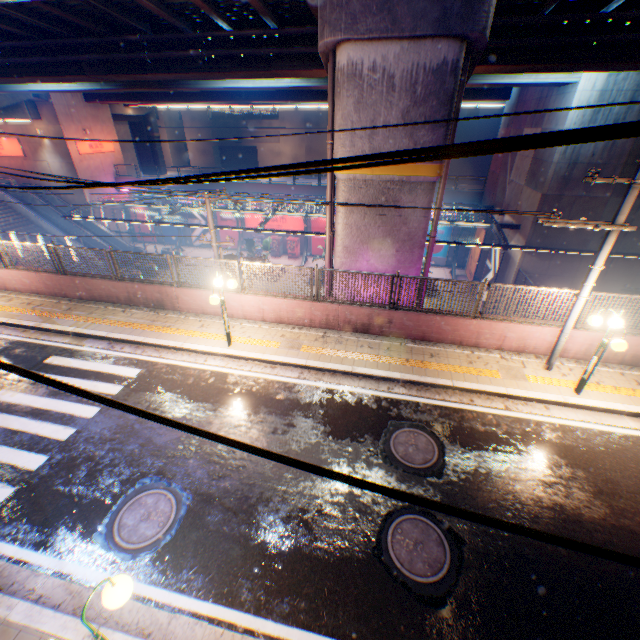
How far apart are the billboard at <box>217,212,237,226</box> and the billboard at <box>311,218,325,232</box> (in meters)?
7.63

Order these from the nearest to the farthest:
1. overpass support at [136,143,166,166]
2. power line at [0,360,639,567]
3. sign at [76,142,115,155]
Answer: power line at [0,360,639,567] → sign at [76,142,115,155] → overpass support at [136,143,166,166]

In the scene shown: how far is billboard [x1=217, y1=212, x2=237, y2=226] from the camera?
34.1 meters

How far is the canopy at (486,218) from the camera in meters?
16.9

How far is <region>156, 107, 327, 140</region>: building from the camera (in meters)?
46.28

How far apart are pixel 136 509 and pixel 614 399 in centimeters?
1145cm

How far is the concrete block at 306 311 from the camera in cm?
968

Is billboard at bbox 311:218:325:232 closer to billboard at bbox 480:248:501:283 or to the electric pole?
billboard at bbox 480:248:501:283
